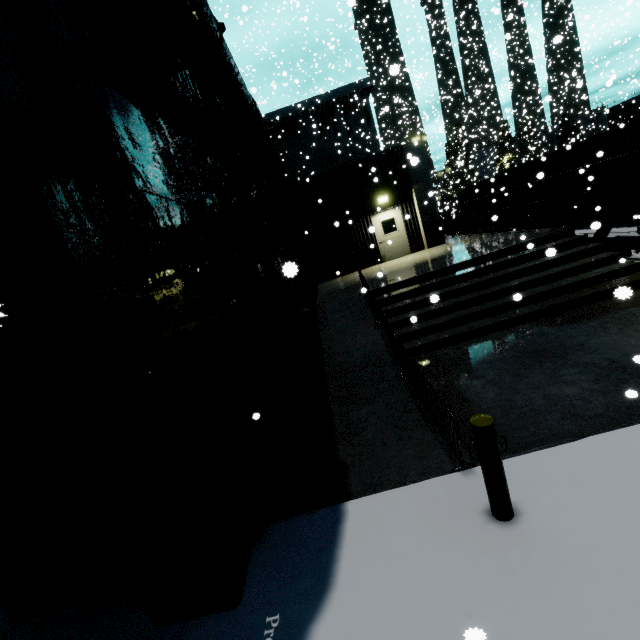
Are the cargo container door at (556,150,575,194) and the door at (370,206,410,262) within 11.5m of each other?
yes

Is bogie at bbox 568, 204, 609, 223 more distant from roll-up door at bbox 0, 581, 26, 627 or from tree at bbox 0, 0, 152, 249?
roll-up door at bbox 0, 581, 26, 627

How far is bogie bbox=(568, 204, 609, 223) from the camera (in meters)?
14.73

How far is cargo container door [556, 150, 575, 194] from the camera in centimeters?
1664cm

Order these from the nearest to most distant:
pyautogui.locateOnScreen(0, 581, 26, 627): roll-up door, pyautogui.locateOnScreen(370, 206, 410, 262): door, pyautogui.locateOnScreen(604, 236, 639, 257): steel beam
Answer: pyautogui.locateOnScreen(0, 581, 26, 627): roll-up door → pyautogui.locateOnScreen(604, 236, 639, 257): steel beam → pyautogui.locateOnScreen(370, 206, 410, 262): door

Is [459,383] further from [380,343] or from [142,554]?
[142,554]

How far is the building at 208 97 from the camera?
10.7m

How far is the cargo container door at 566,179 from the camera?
16.6m
